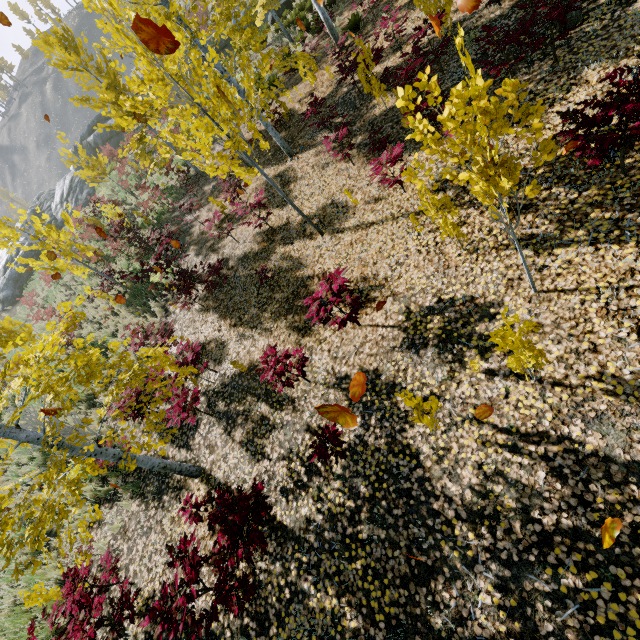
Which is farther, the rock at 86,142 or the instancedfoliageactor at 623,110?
the rock at 86,142

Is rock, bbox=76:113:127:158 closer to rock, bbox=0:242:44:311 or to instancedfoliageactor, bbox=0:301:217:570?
rock, bbox=0:242:44:311

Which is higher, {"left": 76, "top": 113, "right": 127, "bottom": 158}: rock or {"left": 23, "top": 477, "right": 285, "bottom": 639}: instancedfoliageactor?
{"left": 76, "top": 113, "right": 127, "bottom": 158}: rock

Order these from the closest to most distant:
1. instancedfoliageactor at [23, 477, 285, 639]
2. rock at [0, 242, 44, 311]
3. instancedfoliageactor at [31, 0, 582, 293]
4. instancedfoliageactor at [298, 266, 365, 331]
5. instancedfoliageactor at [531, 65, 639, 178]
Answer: instancedfoliageactor at [31, 0, 582, 293] < instancedfoliageactor at [531, 65, 639, 178] < instancedfoliageactor at [23, 477, 285, 639] < instancedfoliageactor at [298, 266, 365, 331] < rock at [0, 242, 44, 311]

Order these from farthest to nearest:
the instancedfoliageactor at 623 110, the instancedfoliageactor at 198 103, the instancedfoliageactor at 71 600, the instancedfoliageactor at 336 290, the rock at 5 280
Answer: the rock at 5 280
the instancedfoliageactor at 336 290
the instancedfoliageactor at 71 600
the instancedfoliageactor at 623 110
the instancedfoliageactor at 198 103

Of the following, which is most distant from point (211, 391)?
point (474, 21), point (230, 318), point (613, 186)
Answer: point (474, 21)

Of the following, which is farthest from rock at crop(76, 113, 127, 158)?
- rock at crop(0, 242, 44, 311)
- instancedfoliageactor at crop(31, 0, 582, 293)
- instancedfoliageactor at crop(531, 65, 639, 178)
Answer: instancedfoliageactor at crop(531, 65, 639, 178)
